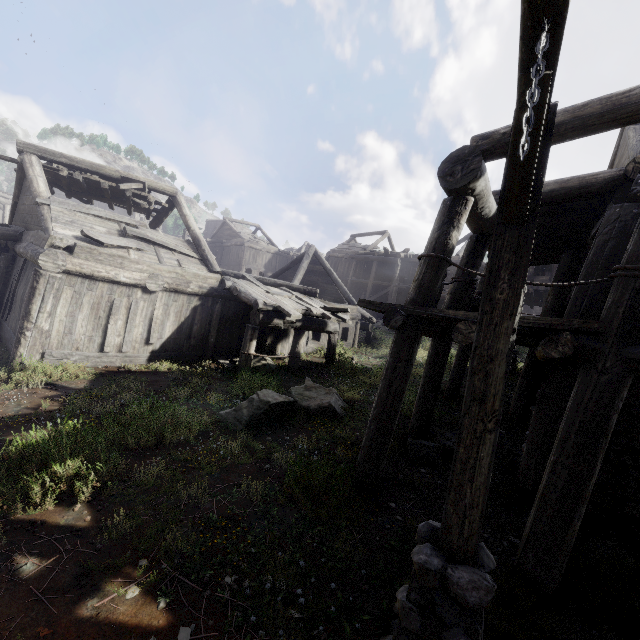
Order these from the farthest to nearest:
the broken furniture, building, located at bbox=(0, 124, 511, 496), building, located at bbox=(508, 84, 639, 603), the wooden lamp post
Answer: the broken furniture, building, located at bbox=(0, 124, 511, 496), building, located at bbox=(508, 84, 639, 603), the wooden lamp post

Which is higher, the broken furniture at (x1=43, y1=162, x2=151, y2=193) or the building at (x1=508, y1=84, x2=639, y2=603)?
the broken furniture at (x1=43, y1=162, x2=151, y2=193)

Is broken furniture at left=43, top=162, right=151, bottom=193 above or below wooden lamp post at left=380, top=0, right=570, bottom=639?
above

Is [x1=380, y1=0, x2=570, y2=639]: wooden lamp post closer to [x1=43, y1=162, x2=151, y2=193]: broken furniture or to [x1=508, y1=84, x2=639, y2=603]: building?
[x1=508, y1=84, x2=639, y2=603]: building

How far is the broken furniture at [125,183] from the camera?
11.6m

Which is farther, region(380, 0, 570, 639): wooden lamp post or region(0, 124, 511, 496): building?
region(0, 124, 511, 496): building

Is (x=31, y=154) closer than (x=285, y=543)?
No

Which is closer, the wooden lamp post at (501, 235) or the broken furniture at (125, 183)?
the wooden lamp post at (501, 235)
